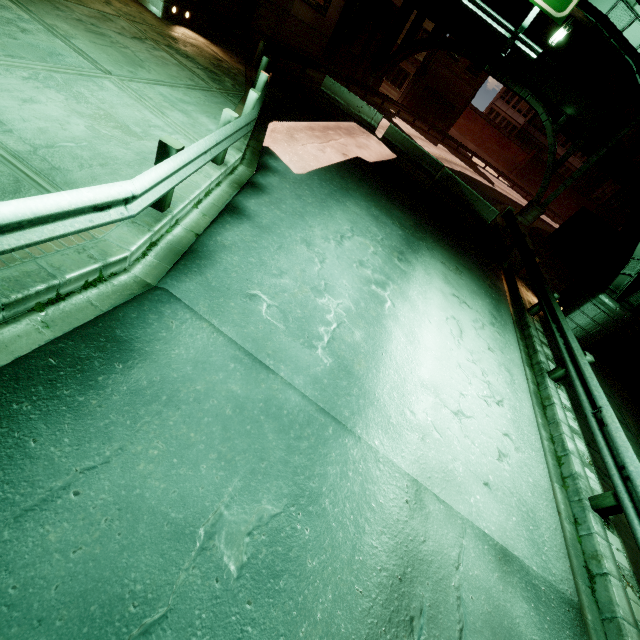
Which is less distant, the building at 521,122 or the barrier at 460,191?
the barrier at 460,191

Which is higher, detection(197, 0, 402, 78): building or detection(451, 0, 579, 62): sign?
detection(451, 0, 579, 62): sign

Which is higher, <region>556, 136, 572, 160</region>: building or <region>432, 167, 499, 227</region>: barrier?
<region>556, 136, 572, 160</region>: building

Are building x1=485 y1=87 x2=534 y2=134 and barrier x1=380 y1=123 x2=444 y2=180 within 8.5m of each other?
no

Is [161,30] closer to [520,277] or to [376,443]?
[376,443]

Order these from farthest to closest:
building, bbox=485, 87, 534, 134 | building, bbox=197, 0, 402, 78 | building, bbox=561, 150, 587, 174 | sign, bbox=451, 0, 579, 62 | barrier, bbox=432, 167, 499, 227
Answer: building, bbox=561, 150, 587, 174 < building, bbox=485, 87, 534, 134 < barrier, bbox=432, 167, 499, 227 < building, bbox=197, 0, 402, 78 < sign, bbox=451, 0, 579, 62

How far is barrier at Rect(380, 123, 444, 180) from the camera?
18.7 meters

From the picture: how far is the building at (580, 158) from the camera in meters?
58.2
